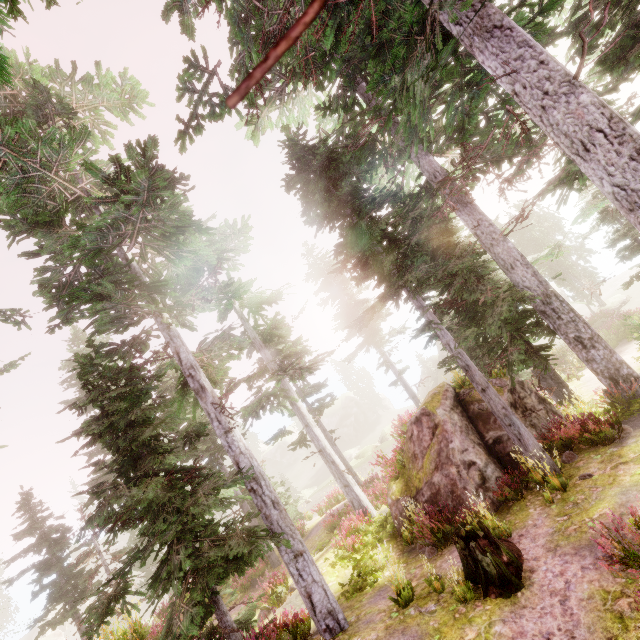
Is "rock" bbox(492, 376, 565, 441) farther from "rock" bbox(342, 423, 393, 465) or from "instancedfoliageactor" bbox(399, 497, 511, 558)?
"rock" bbox(342, 423, 393, 465)

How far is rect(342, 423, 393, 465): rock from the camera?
34.41m

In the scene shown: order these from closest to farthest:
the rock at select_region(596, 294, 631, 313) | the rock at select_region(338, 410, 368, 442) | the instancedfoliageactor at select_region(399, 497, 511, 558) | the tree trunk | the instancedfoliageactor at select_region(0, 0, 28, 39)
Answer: the instancedfoliageactor at select_region(0, 0, 28, 39)
the tree trunk
the instancedfoliageactor at select_region(399, 497, 511, 558)
the rock at select_region(596, 294, 631, 313)
the rock at select_region(338, 410, 368, 442)

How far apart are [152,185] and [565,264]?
35.90m

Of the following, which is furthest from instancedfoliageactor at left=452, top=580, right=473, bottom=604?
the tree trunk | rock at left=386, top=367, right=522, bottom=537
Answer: the tree trunk

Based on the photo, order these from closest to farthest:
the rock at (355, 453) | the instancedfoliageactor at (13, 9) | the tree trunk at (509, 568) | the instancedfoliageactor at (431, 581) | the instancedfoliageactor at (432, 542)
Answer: the instancedfoliageactor at (13, 9)
the tree trunk at (509, 568)
the instancedfoliageactor at (431, 581)
the instancedfoliageactor at (432, 542)
the rock at (355, 453)

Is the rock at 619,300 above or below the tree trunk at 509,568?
below

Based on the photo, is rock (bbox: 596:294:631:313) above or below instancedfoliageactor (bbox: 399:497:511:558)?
below
